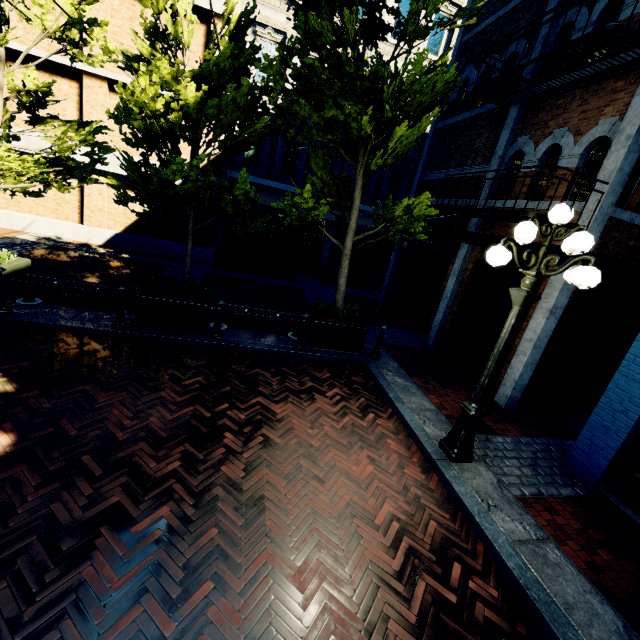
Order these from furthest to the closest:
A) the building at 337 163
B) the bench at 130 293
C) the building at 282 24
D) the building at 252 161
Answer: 1. the building at 337 163
2. the building at 252 161
3. the building at 282 24
4. the bench at 130 293

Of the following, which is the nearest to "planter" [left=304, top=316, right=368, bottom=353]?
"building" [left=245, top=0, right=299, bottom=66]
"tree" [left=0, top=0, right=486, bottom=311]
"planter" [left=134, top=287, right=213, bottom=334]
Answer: "tree" [left=0, top=0, right=486, bottom=311]

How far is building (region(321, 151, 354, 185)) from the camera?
14.1m

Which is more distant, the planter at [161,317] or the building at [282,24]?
the building at [282,24]

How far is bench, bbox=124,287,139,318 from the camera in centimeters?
656cm

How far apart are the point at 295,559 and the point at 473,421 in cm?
301

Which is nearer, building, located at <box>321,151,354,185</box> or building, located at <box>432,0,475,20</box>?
building, located at <box>432,0,475,20</box>
